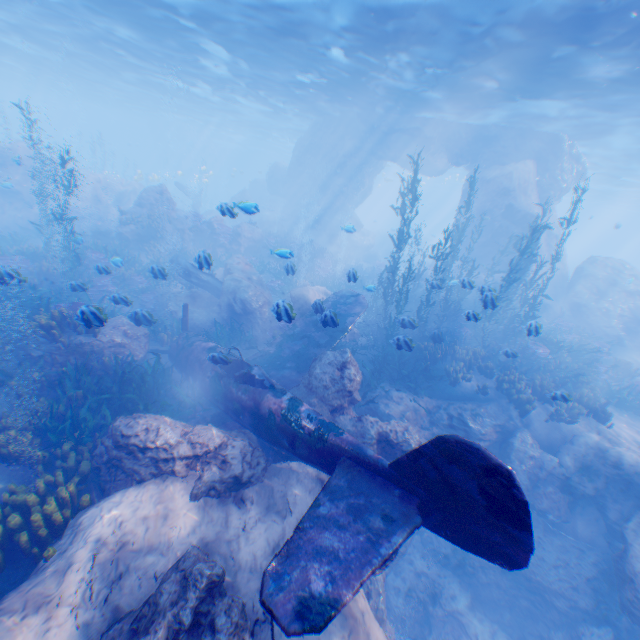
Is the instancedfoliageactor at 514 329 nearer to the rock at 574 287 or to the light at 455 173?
the rock at 574 287

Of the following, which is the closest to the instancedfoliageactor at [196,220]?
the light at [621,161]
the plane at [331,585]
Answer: the plane at [331,585]

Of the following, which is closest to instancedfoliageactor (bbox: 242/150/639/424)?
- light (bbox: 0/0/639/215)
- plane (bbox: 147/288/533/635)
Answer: plane (bbox: 147/288/533/635)

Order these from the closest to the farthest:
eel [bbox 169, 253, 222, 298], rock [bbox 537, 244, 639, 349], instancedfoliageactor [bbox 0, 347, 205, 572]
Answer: instancedfoliageactor [bbox 0, 347, 205, 572], eel [bbox 169, 253, 222, 298], rock [bbox 537, 244, 639, 349]

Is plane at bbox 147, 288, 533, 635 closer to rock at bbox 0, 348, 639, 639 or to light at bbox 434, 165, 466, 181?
rock at bbox 0, 348, 639, 639

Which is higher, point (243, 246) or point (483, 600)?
point (243, 246)

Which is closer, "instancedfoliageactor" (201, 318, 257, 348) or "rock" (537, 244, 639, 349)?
"instancedfoliageactor" (201, 318, 257, 348)
